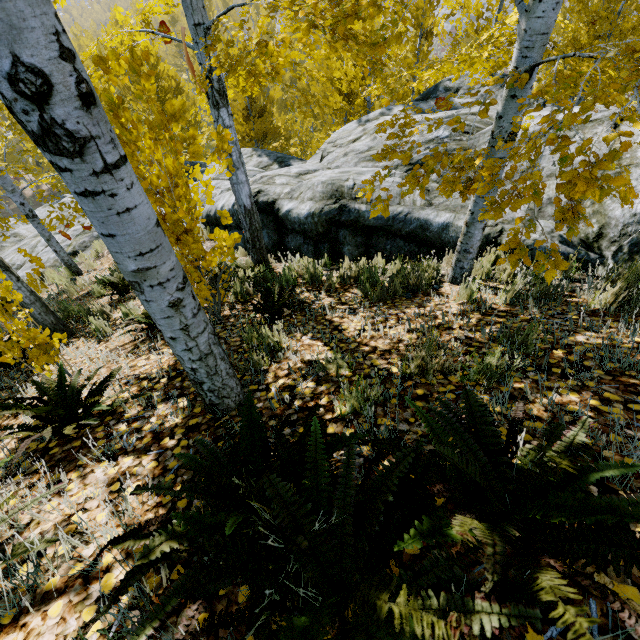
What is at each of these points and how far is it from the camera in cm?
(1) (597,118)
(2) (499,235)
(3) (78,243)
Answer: (1) rock, 483
(2) rock, 470
(3) rock, 1058

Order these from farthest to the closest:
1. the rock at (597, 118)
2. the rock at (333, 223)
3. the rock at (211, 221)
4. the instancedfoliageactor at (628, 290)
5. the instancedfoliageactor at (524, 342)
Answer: the rock at (211, 221) < the rock at (333, 223) < the rock at (597, 118) < the instancedfoliageactor at (628, 290) < the instancedfoliageactor at (524, 342)

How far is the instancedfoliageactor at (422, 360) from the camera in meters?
1.9

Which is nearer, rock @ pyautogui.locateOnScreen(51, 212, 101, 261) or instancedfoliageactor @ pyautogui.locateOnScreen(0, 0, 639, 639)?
instancedfoliageactor @ pyautogui.locateOnScreen(0, 0, 639, 639)

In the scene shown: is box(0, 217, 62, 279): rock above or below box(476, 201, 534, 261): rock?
below

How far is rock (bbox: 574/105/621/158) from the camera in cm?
439

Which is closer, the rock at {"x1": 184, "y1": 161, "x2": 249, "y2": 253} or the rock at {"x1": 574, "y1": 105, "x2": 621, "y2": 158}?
the rock at {"x1": 574, "y1": 105, "x2": 621, "y2": 158}
